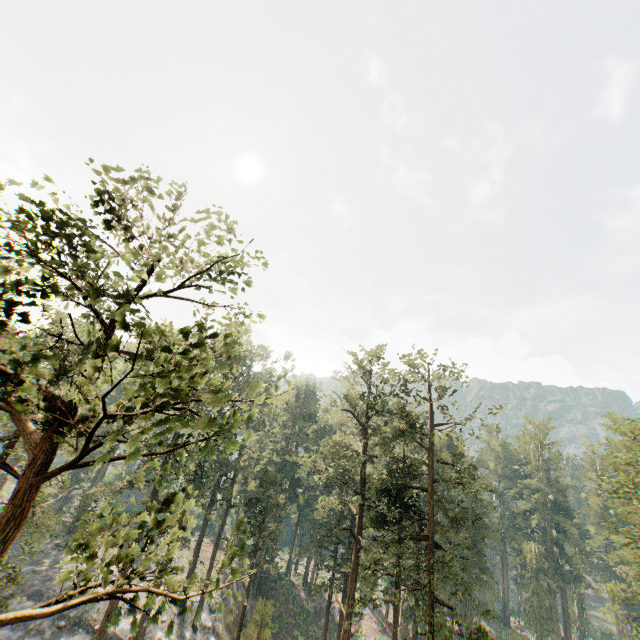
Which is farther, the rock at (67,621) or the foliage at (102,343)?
the rock at (67,621)

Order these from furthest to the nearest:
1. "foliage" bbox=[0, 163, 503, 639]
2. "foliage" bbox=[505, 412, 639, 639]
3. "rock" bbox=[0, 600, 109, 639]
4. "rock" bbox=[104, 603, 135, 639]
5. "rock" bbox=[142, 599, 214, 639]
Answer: "rock" bbox=[142, 599, 214, 639], "rock" bbox=[104, 603, 135, 639], "rock" bbox=[0, 600, 109, 639], "foliage" bbox=[505, 412, 639, 639], "foliage" bbox=[0, 163, 503, 639]

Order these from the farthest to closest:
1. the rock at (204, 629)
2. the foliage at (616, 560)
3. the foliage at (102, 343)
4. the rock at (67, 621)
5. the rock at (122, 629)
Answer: the rock at (204, 629) < the rock at (122, 629) < the rock at (67, 621) < the foliage at (616, 560) < the foliage at (102, 343)

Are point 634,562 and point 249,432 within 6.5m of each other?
no

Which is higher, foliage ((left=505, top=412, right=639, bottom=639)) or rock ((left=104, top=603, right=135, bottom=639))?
foliage ((left=505, top=412, right=639, bottom=639))

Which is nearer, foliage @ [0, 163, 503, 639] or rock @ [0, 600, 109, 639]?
foliage @ [0, 163, 503, 639]
